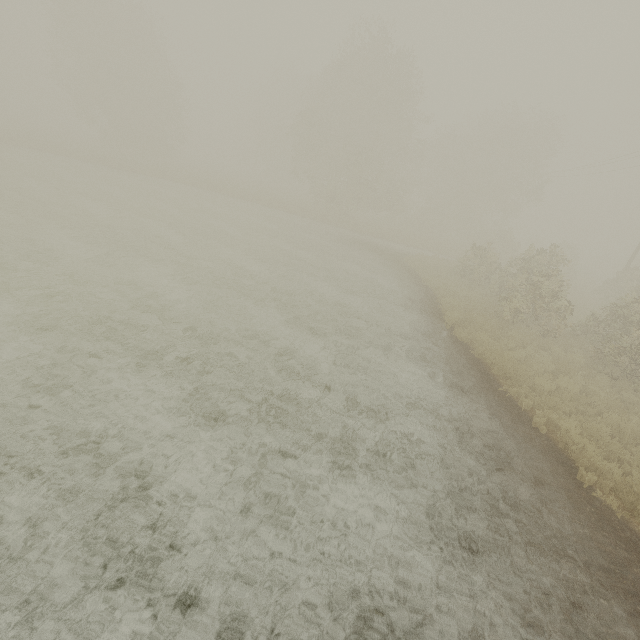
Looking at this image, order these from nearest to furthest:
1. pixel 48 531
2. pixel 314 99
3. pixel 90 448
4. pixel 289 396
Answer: pixel 48 531
pixel 90 448
pixel 289 396
pixel 314 99
